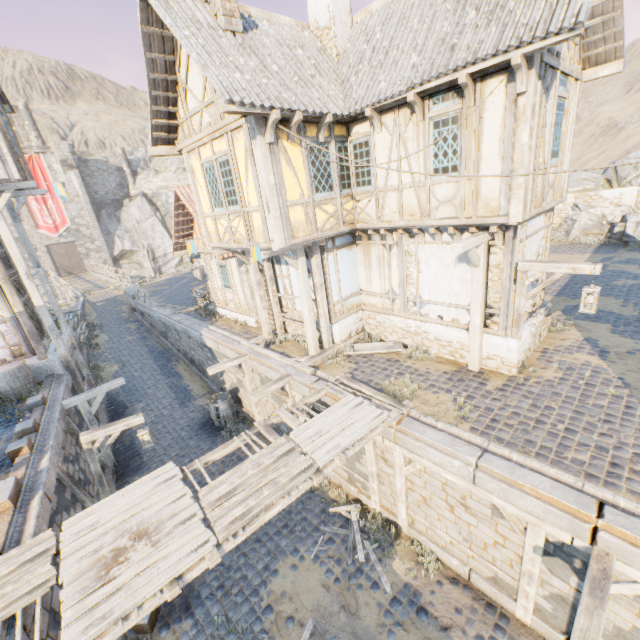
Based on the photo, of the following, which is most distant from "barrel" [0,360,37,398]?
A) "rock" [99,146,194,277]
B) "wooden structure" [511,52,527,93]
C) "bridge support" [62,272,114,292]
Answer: "bridge support" [62,272,114,292]

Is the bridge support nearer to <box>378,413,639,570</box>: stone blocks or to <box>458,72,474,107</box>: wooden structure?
<box>378,413,639,570</box>: stone blocks

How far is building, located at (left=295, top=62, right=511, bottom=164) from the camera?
6.60m

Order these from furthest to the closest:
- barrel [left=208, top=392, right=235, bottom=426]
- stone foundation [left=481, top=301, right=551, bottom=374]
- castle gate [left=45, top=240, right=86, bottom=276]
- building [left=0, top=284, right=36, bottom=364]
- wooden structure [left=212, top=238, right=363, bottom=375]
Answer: castle gate [left=45, top=240, right=86, bottom=276], barrel [left=208, top=392, right=235, bottom=426], building [left=0, top=284, right=36, bottom=364], wooden structure [left=212, top=238, right=363, bottom=375], stone foundation [left=481, top=301, right=551, bottom=374]

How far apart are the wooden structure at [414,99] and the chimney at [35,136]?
50.9m

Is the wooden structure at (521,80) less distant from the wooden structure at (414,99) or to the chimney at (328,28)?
the wooden structure at (414,99)

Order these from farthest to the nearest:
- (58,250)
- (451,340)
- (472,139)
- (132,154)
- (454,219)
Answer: (132,154) → (58,250) → (451,340) → (454,219) → (472,139)

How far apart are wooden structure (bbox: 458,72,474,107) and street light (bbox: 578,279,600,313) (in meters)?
3.56
